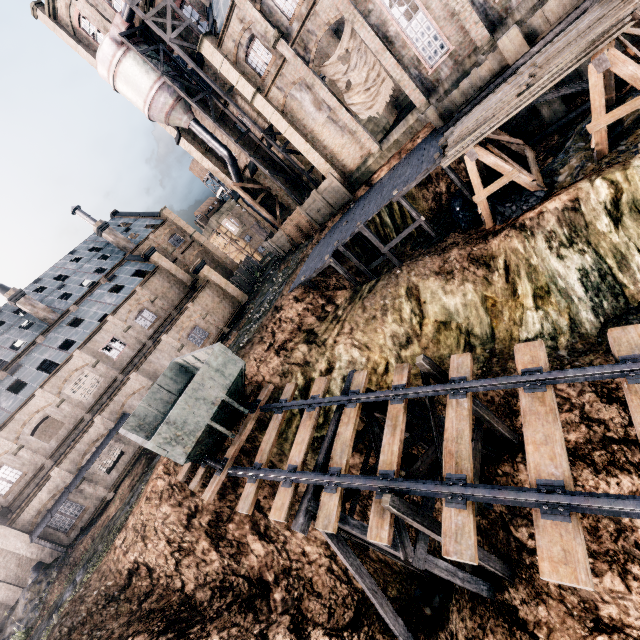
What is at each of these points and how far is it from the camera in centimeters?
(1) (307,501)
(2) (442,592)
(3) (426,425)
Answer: (1) wooden support structure, 1035cm
(2) stone debris, 1177cm
(3) wooden support structure, 1232cm

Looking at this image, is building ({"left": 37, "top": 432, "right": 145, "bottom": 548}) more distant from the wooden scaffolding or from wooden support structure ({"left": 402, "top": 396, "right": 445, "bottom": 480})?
wooden support structure ({"left": 402, "top": 396, "right": 445, "bottom": 480})

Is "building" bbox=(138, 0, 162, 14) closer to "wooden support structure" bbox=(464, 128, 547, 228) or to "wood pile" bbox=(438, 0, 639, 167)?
"wooden support structure" bbox=(464, 128, 547, 228)

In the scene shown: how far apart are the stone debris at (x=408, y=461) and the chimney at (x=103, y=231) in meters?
42.1

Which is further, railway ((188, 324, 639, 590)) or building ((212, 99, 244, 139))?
building ((212, 99, 244, 139))

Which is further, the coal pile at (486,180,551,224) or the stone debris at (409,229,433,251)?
the stone debris at (409,229,433,251)

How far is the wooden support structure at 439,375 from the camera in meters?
10.6

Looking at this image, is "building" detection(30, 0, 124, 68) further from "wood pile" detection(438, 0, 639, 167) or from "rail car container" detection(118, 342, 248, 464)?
"rail car container" detection(118, 342, 248, 464)
